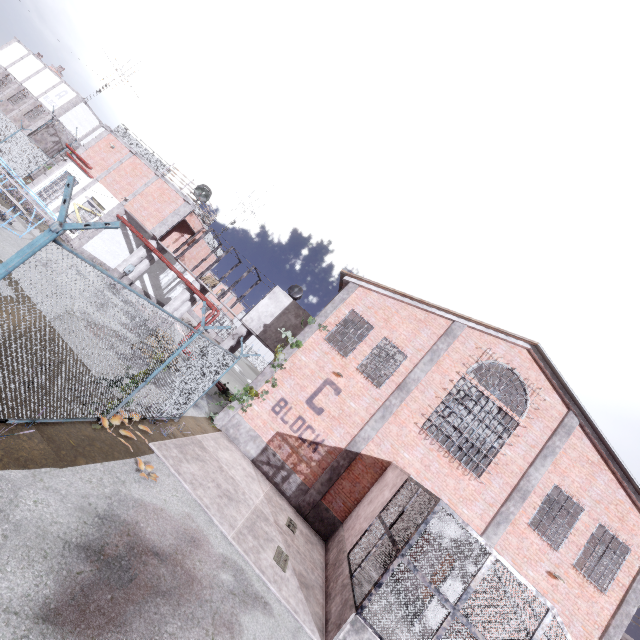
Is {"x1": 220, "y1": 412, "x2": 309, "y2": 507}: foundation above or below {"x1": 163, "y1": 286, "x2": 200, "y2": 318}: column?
below

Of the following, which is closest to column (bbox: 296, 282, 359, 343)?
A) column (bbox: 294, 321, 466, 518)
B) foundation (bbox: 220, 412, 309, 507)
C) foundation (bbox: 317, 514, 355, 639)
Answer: foundation (bbox: 220, 412, 309, 507)

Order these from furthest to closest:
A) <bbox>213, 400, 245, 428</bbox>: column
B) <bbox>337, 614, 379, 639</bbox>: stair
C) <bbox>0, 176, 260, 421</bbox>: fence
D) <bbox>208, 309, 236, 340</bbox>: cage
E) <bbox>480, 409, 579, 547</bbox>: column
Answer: <bbox>208, 309, 236, 340</bbox>: cage → <bbox>213, 400, 245, 428</bbox>: column → <bbox>480, 409, 579, 547</bbox>: column → <bbox>337, 614, 379, 639</bbox>: stair → <bbox>0, 176, 260, 421</bbox>: fence

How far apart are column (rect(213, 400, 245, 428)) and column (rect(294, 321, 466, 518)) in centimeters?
434cm

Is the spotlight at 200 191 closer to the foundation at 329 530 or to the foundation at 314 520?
the foundation at 314 520

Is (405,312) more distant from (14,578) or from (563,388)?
(14,578)

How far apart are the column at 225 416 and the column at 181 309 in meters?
8.4 m

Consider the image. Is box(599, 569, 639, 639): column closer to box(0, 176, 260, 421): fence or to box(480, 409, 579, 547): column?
box(480, 409, 579, 547): column
